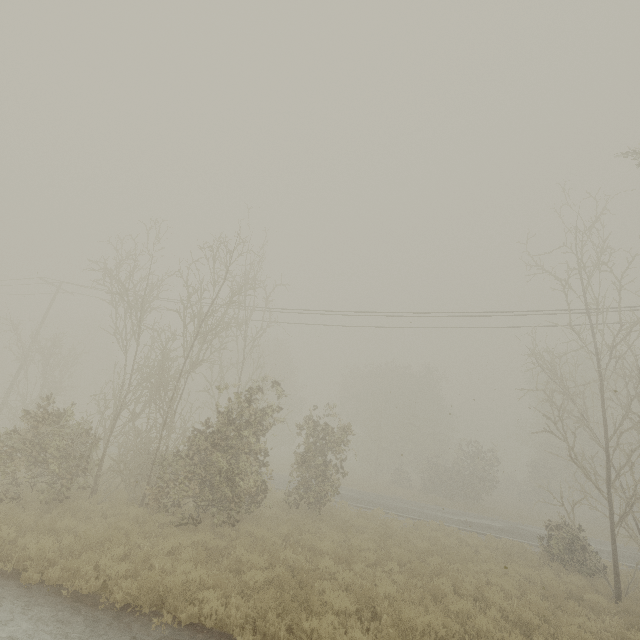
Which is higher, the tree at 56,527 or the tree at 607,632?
the tree at 56,527

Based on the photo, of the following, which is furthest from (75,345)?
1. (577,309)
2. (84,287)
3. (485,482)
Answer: (577,309)

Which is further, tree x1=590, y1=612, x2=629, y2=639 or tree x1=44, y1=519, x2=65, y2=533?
tree x1=44, y1=519, x2=65, y2=533

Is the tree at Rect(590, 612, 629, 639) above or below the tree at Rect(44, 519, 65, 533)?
below

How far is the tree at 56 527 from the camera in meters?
9.0 m

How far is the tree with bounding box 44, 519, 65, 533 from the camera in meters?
9.0 m
